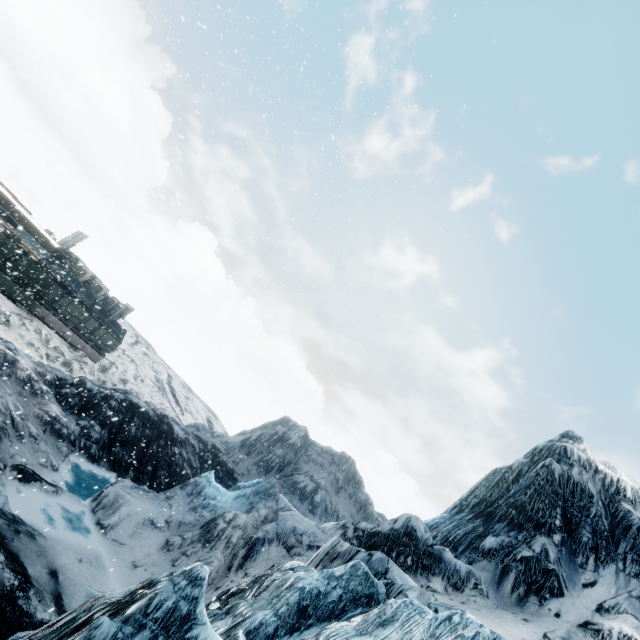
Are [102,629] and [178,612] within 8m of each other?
yes
